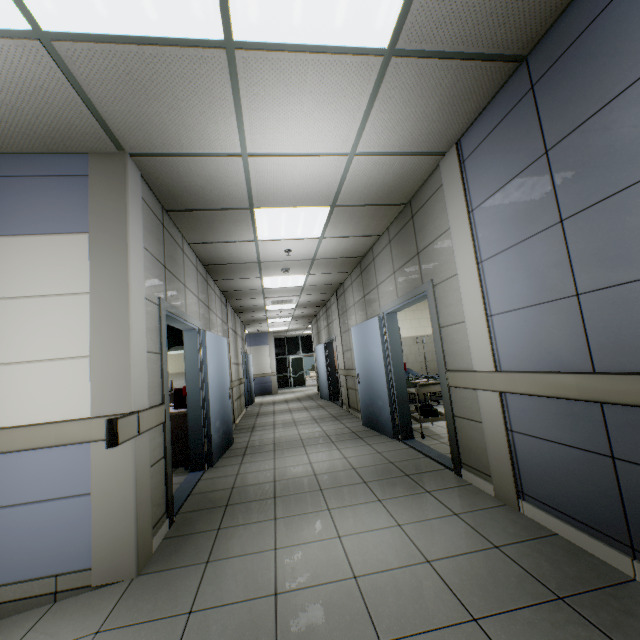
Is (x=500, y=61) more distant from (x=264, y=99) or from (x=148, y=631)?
(x=148, y=631)

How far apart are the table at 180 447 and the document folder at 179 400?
0.02m

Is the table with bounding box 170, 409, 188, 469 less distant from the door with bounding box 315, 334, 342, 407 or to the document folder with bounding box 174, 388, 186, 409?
the document folder with bounding box 174, 388, 186, 409

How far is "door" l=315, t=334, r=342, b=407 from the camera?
9.79m

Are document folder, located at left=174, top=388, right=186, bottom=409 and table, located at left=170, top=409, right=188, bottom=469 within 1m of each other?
yes

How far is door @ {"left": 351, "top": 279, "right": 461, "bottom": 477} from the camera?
3.62m

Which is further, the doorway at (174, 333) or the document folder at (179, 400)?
the doorway at (174, 333)

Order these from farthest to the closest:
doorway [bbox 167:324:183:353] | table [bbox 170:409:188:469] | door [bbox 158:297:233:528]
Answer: doorway [bbox 167:324:183:353] → table [bbox 170:409:188:469] → door [bbox 158:297:233:528]
